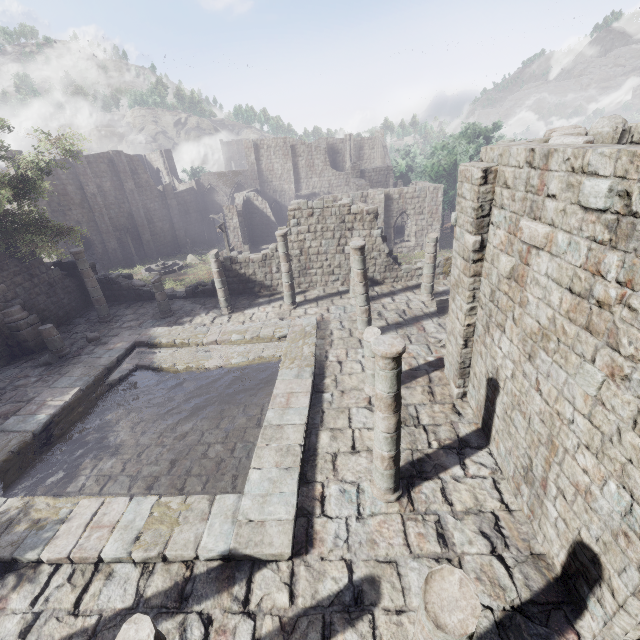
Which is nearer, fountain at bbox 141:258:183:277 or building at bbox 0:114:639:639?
building at bbox 0:114:639:639

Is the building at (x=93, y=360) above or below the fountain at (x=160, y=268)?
above

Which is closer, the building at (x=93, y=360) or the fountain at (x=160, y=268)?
the building at (x=93, y=360)

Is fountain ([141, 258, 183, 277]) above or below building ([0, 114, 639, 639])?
below

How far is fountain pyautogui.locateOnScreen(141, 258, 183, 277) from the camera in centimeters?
3175cm

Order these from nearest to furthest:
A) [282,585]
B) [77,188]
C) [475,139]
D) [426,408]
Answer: [282,585]
[426,408]
[77,188]
[475,139]
